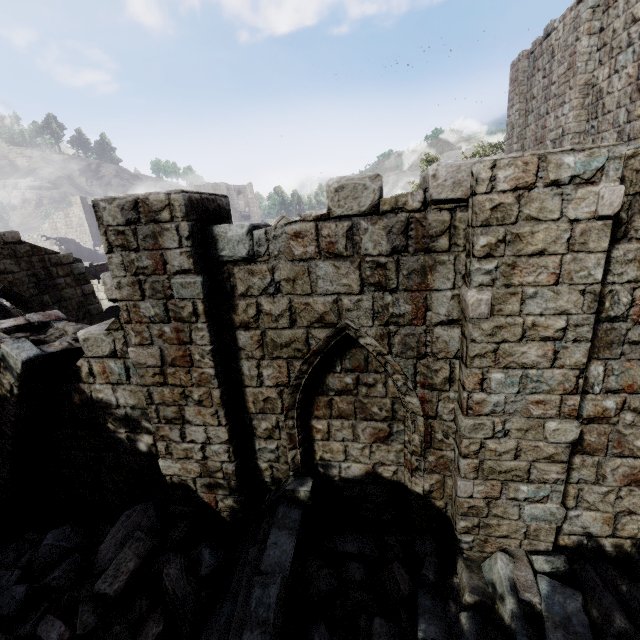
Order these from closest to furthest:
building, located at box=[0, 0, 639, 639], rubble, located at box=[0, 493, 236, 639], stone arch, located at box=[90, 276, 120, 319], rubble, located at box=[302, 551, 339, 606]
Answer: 1. building, located at box=[0, 0, 639, 639]
2. rubble, located at box=[0, 493, 236, 639]
3. rubble, located at box=[302, 551, 339, 606]
4. stone arch, located at box=[90, 276, 120, 319]

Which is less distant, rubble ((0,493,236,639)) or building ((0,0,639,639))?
building ((0,0,639,639))

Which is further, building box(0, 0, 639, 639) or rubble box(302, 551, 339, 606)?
rubble box(302, 551, 339, 606)

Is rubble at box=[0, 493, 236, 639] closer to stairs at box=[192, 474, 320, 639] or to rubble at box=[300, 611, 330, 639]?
stairs at box=[192, 474, 320, 639]

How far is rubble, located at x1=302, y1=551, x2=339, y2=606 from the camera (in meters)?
4.79

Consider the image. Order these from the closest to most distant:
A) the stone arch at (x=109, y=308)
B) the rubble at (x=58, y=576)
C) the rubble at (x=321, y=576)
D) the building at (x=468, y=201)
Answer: the building at (x=468, y=201)
the rubble at (x=58, y=576)
the rubble at (x=321, y=576)
the stone arch at (x=109, y=308)

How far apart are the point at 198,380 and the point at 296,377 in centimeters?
142cm

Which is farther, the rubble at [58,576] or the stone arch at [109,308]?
the stone arch at [109,308]
